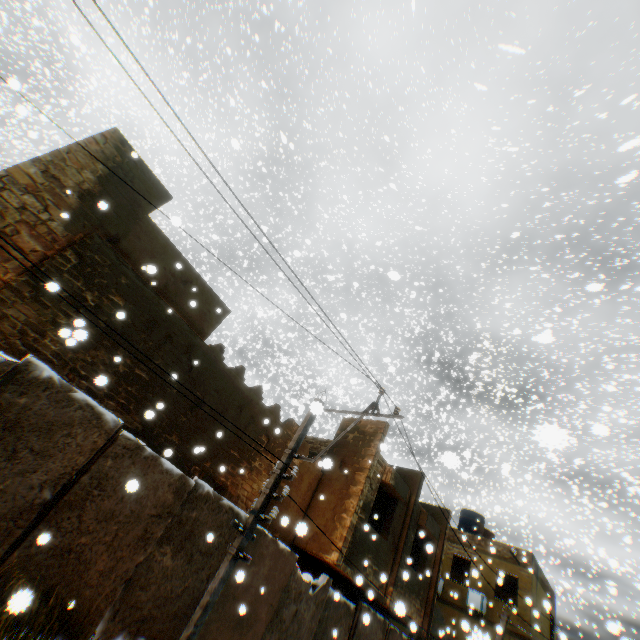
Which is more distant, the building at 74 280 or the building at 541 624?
the building at 541 624

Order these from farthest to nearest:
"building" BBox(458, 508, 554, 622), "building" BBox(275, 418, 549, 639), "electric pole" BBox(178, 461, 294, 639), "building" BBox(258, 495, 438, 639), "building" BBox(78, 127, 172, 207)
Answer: "building" BBox(458, 508, 554, 622), "building" BBox(275, 418, 549, 639), "building" BBox(258, 495, 438, 639), "building" BBox(78, 127, 172, 207), "electric pole" BBox(178, 461, 294, 639)

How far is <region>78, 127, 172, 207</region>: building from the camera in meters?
8.3

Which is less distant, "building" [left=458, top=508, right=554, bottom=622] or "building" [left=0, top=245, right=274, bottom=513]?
"building" [left=0, top=245, right=274, bottom=513]

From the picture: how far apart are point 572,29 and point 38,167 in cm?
2461

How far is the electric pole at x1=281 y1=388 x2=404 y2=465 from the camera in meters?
6.5 m
